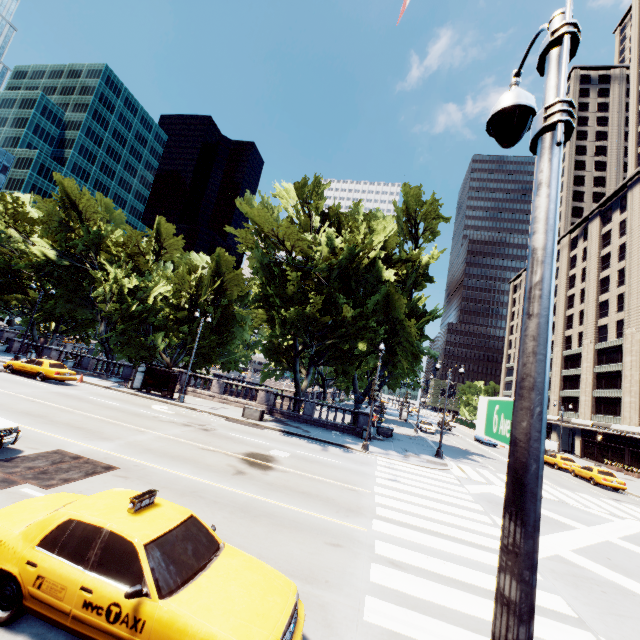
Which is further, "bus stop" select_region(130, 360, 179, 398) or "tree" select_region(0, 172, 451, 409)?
"bus stop" select_region(130, 360, 179, 398)

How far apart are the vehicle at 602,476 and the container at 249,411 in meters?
28.3

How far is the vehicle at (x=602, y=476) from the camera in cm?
2628

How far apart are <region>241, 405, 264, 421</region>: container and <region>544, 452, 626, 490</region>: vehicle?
28.33m

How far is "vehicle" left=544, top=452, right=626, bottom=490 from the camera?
26.3 meters

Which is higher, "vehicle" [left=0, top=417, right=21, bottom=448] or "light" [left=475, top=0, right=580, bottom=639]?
"light" [left=475, top=0, right=580, bottom=639]

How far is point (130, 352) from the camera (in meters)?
31.94

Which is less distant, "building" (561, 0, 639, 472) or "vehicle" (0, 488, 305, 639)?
"vehicle" (0, 488, 305, 639)
